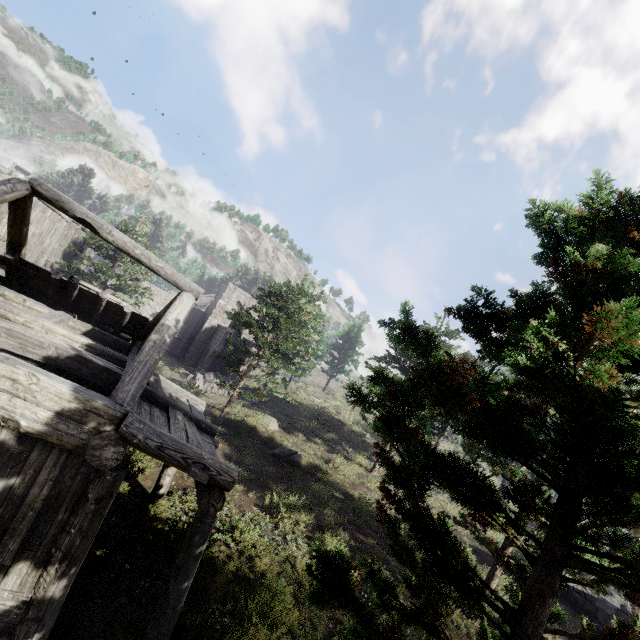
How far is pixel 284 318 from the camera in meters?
21.1 m

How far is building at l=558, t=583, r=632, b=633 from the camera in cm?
1433

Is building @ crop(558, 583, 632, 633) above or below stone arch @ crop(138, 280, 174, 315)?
below

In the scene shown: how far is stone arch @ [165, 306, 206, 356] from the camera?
35.2m

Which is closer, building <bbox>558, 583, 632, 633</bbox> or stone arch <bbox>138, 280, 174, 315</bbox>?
building <bbox>558, 583, 632, 633</bbox>

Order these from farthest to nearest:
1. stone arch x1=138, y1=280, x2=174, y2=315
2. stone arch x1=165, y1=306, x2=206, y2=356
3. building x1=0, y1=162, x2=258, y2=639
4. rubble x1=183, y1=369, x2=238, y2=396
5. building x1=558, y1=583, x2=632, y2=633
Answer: stone arch x1=165, y1=306, x2=206, y2=356
stone arch x1=138, y1=280, x2=174, y2=315
rubble x1=183, y1=369, x2=238, y2=396
building x1=558, y1=583, x2=632, y2=633
building x1=0, y1=162, x2=258, y2=639

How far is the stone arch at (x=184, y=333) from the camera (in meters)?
35.22

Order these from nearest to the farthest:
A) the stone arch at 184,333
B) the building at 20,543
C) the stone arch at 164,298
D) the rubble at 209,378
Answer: the building at 20,543 → the rubble at 209,378 → the stone arch at 164,298 → the stone arch at 184,333
